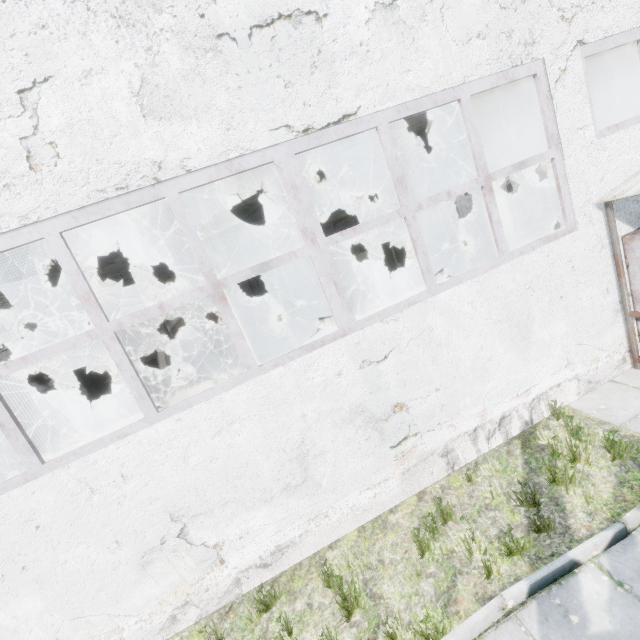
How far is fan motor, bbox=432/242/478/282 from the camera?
12.2 meters

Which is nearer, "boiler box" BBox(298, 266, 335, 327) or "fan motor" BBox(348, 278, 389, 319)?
"fan motor" BBox(348, 278, 389, 319)

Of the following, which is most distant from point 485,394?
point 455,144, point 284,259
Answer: point 455,144

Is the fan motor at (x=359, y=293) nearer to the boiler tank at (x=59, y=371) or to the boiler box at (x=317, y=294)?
the boiler box at (x=317, y=294)

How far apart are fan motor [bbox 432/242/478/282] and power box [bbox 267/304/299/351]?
6.08m

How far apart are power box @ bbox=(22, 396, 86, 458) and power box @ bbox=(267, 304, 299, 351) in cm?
723

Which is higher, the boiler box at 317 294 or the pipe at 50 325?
the pipe at 50 325

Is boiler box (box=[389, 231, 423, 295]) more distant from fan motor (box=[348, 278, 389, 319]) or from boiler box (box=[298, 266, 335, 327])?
fan motor (box=[348, 278, 389, 319])
